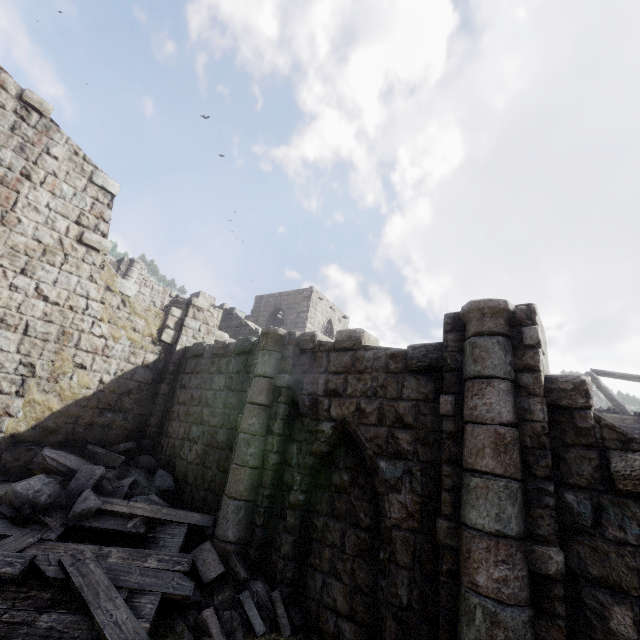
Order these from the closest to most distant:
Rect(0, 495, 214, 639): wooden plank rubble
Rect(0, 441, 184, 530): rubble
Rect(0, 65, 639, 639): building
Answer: Rect(0, 65, 639, 639): building
Rect(0, 495, 214, 639): wooden plank rubble
Rect(0, 441, 184, 530): rubble

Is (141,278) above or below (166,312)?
above

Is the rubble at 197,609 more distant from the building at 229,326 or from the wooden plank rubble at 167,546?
the building at 229,326

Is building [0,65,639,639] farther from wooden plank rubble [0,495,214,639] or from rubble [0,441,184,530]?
wooden plank rubble [0,495,214,639]

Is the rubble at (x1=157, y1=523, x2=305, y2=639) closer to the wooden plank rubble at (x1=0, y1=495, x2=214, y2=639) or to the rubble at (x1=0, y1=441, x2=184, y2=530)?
the wooden plank rubble at (x1=0, y1=495, x2=214, y2=639)

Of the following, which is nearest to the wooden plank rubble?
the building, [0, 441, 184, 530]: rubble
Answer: [0, 441, 184, 530]: rubble

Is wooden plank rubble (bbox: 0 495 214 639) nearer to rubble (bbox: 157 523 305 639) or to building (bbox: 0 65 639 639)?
rubble (bbox: 157 523 305 639)

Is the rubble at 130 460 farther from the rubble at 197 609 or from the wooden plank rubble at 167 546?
the rubble at 197 609
